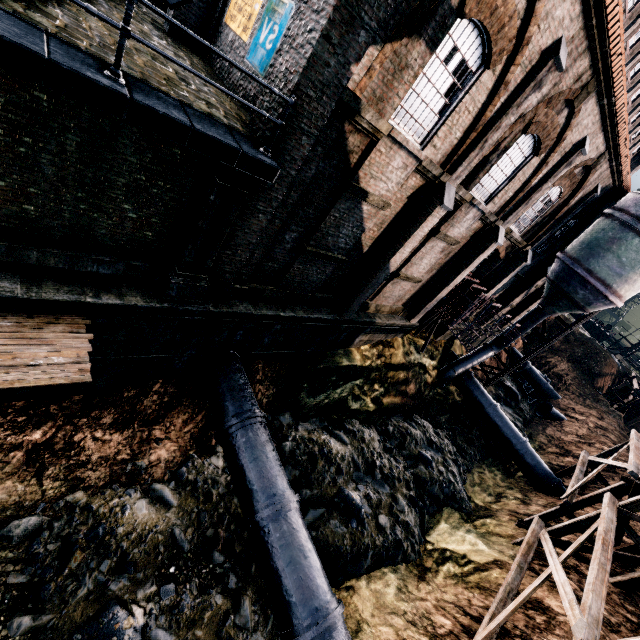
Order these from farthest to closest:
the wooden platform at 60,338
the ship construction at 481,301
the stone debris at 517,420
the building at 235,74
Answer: the stone debris at 517,420, the ship construction at 481,301, the building at 235,74, the wooden platform at 60,338

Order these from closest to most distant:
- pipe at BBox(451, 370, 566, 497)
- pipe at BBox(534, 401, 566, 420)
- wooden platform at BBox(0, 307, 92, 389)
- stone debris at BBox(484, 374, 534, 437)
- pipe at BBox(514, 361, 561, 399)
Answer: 1. wooden platform at BBox(0, 307, 92, 389)
2. pipe at BBox(451, 370, 566, 497)
3. stone debris at BBox(484, 374, 534, 437)
4. pipe at BBox(534, 401, 566, 420)
5. pipe at BBox(514, 361, 561, 399)

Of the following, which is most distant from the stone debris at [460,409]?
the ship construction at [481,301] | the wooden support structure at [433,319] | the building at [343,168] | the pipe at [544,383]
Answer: the ship construction at [481,301]

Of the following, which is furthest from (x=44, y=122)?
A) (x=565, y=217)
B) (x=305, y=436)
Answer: (x=565, y=217)

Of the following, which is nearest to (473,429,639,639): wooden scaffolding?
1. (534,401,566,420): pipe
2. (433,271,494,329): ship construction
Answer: (433,271,494,329): ship construction

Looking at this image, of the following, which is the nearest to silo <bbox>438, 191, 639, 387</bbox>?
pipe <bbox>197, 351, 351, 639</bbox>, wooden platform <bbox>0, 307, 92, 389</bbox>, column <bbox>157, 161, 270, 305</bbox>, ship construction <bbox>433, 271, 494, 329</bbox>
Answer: ship construction <bbox>433, 271, 494, 329</bbox>

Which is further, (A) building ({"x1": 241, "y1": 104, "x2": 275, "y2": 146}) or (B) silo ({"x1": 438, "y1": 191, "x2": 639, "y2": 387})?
(B) silo ({"x1": 438, "y1": 191, "x2": 639, "y2": 387})

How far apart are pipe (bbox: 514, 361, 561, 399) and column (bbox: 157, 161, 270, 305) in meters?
40.1 m
